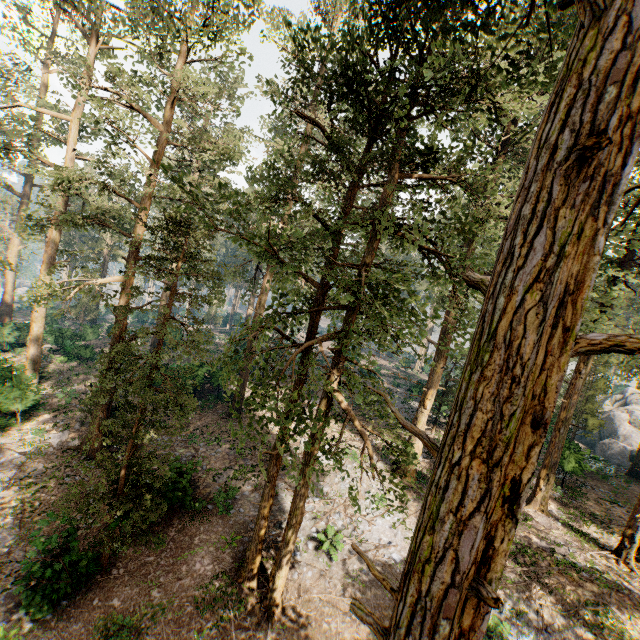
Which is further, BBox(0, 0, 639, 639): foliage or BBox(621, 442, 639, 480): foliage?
BBox(621, 442, 639, 480): foliage

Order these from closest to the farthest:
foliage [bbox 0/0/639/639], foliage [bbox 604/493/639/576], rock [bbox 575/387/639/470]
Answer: foliage [bbox 0/0/639/639], foliage [bbox 604/493/639/576], rock [bbox 575/387/639/470]

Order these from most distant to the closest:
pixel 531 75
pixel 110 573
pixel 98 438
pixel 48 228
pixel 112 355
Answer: pixel 48 228
pixel 112 355
pixel 110 573
pixel 98 438
pixel 531 75

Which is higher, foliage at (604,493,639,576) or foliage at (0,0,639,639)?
foliage at (0,0,639,639)

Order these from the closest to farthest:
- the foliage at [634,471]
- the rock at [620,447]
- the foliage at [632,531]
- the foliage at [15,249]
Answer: the foliage at [15,249]
the foliage at [632,531]
the foliage at [634,471]
the rock at [620,447]

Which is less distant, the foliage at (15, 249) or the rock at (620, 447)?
the foliage at (15, 249)
